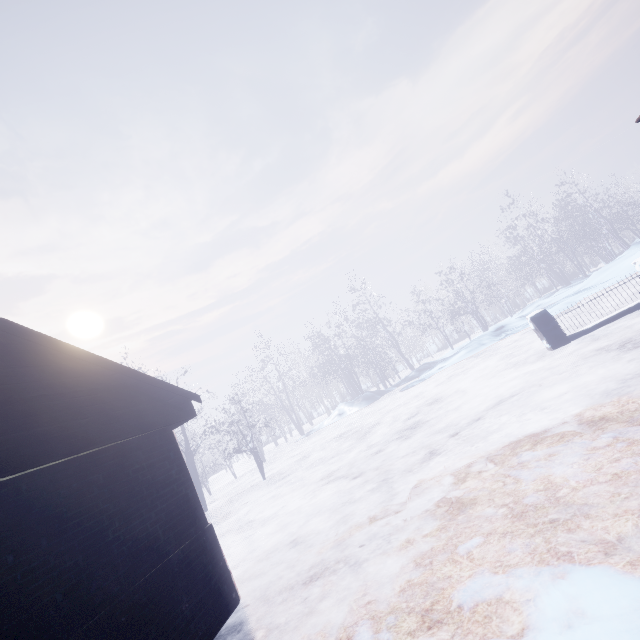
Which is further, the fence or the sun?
the sun

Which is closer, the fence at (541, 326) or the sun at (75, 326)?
the fence at (541, 326)

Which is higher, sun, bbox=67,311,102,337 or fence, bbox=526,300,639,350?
sun, bbox=67,311,102,337

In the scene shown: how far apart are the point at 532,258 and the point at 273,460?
22.3m

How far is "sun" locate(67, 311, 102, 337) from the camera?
47.2 meters

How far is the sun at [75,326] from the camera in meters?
47.2
